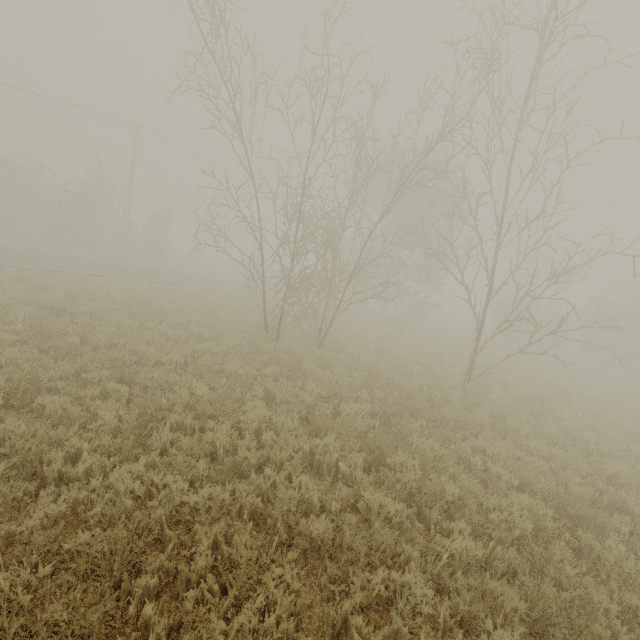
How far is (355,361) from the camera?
13.02m
